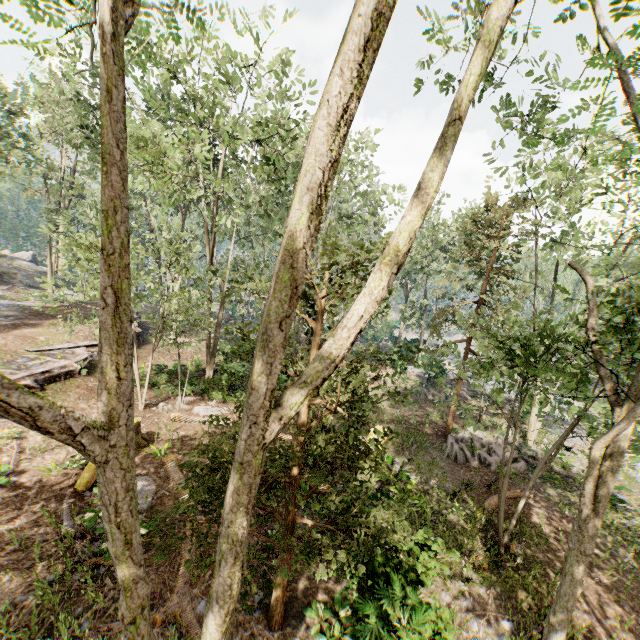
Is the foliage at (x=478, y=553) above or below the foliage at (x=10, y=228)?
below

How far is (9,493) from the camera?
9.60m

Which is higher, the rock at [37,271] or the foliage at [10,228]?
the foliage at [10,228]

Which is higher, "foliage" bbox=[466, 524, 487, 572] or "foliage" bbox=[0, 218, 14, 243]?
"foliage" bbox=[0, 218, 14, 243]

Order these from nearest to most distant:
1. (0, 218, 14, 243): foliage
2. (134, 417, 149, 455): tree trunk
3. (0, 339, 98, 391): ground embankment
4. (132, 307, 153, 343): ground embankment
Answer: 1. (134, 417, 149, 455): tree trunk
2. (0, 339, 98, 391): ground embankment
3. (132, 307, 153, 343): ground embankment
4. (0, 218, 14, 243): foliage

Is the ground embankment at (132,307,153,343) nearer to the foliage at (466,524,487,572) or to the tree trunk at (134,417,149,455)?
the foliage at (466,524,487,572)
